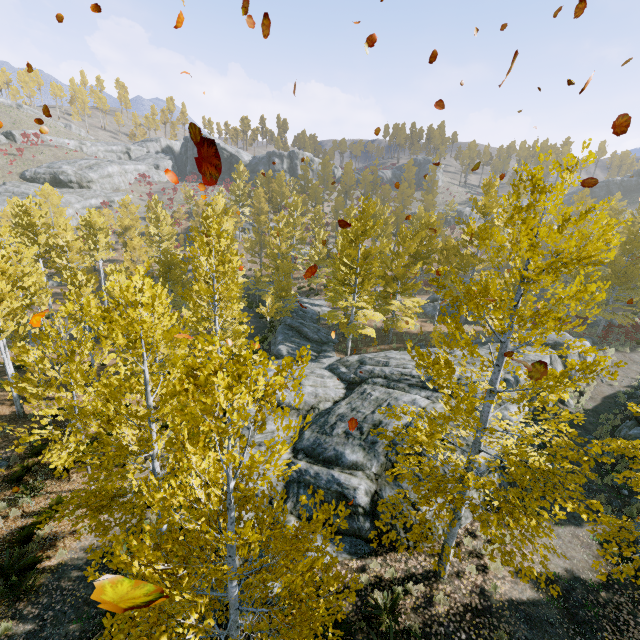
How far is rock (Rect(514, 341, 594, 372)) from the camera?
16.6m

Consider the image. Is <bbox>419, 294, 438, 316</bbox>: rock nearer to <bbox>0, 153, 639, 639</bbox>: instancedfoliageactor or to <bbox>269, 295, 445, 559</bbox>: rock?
<bbox>0, 153, 639, 639</bbox>: instancedfoliageactor

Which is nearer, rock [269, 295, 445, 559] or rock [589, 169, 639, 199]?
rock [269, 295, 445, 559]

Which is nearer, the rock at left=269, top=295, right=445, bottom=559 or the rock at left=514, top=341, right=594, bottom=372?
the rock at left=269, top=295, right=445, bottom=559

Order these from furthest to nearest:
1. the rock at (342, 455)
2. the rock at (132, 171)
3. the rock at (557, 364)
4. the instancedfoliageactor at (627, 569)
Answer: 1. the rock at (132, 171)
2. the rock at (557, 364)
3. the rock at (342, 455)
4. the instancedfoliageactor at (627, 569)

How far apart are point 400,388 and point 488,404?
7.88m

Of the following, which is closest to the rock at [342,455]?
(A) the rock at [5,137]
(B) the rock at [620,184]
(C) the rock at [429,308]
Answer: (C) the rock at [429,308]
